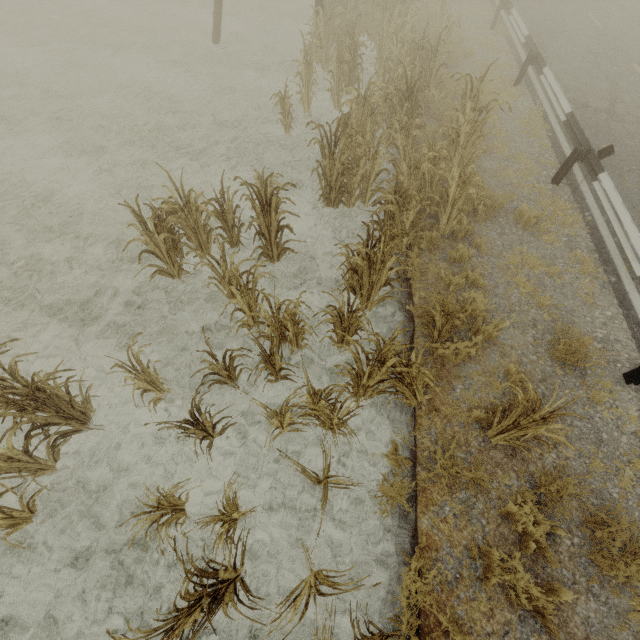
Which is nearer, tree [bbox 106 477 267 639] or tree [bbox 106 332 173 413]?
tree [bbox 106 477 267 639]

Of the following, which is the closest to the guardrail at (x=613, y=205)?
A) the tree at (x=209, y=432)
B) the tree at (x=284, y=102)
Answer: the tree at (x=209, y=432)

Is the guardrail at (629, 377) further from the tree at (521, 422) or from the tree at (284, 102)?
the tree at (284, 102)

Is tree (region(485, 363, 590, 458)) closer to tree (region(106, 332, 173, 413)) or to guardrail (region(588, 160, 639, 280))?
guardrail (region(588, 160, 639, 280))

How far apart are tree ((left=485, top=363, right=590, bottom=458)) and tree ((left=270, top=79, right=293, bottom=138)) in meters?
8.2

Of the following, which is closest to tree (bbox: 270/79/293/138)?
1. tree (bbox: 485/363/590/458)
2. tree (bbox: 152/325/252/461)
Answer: tree (bbox: 152/325/252/461)

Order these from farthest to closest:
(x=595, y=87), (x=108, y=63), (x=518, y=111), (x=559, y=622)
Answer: (x=108, y=63) → (x=595, y=87) → (x=518, y=111) → (x=559, y=622)
